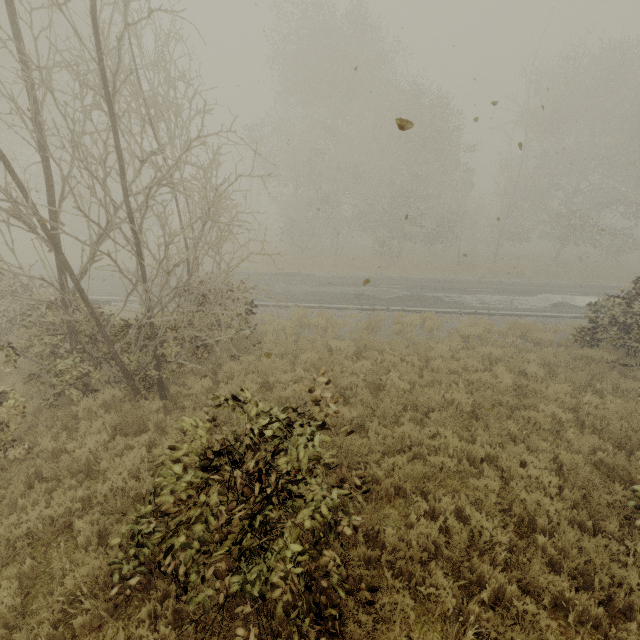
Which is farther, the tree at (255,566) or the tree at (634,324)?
the tree at (634,324)

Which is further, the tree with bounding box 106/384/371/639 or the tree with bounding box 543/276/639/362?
the tree with bounding box 543/276/639/362

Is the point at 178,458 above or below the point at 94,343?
above
